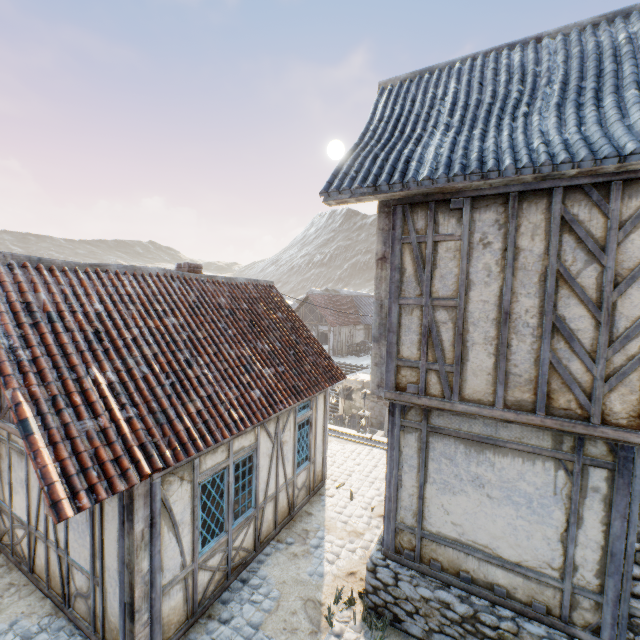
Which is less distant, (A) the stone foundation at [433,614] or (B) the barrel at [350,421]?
(A) the stone foundation at [433,614]

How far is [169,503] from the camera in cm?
480

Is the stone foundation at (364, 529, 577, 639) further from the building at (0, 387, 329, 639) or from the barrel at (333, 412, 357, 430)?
the barrel at (333, 412, 357, 430)

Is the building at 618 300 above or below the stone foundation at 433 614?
above

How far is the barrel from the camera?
20.5 meters

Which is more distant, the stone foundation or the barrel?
the barrel

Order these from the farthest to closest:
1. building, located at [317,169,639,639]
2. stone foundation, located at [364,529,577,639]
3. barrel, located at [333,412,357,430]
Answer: barrel, located at [333,412,357,430] < stone foundation, located at [364,529,577,639] < building, located at [317,169,639,639]

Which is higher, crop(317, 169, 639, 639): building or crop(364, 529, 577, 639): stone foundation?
crop(317, 169, 639, 639): building
